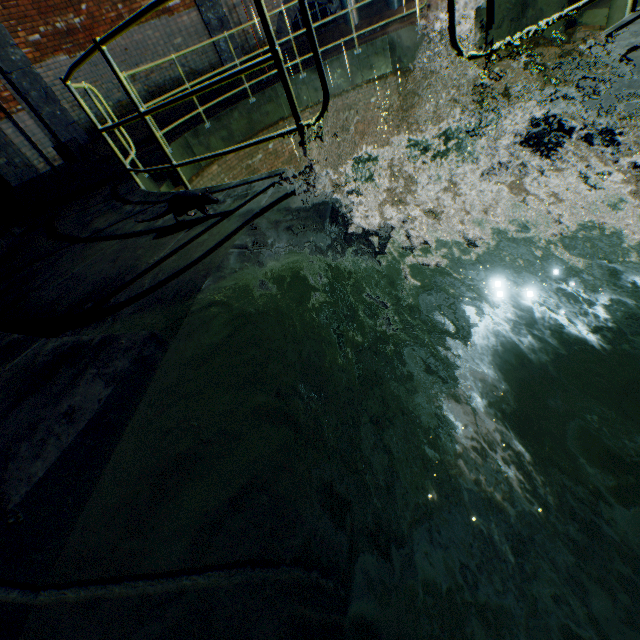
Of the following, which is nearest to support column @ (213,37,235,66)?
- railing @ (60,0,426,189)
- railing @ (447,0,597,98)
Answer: railing @ (60,0,426,189)

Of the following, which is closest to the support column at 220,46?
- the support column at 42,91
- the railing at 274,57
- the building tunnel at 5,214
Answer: the railing at 274,57

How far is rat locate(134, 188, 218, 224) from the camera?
2.4m

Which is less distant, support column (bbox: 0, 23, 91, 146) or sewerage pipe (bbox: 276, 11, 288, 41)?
support column (bbox: 0, 23, 91, 146)

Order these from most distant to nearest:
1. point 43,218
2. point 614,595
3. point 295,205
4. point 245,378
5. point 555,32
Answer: point 43,218 < point 555,32 < point 295,205 < point 245,378 < point 614,595

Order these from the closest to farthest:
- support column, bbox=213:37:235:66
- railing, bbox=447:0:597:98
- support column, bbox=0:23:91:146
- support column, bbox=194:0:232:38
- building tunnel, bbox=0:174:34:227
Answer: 1. railing, bbox=447:0:597:98
2. support column, bbox=0:23:91:146
3. building tunnel, bbox=0:174:34:227
4. support column, bbox=194:0:232:38
5. support column, bbox=213:37:235:66

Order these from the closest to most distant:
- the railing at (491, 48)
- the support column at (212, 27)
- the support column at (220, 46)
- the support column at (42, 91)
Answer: the railing at (491, 48), the support column at (42, 91), the support column at (212, 27), the support column at (220, 46)

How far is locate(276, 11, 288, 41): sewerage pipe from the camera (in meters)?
9.69
